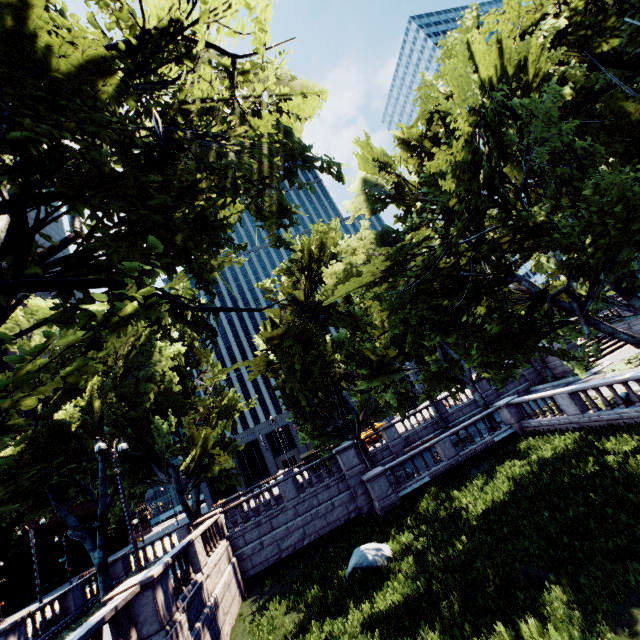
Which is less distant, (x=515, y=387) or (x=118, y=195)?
(x=118, y=195)

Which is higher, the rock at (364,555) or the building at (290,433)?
the building at (290,433)

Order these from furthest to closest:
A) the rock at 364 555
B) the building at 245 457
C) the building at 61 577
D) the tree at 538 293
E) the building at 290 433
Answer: the building at 290 433 < the building at 245 457 < the building at 61 577 < the rock at 364 555 < the tree at 538 293

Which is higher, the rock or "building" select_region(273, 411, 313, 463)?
"building" select_region(273, 411, 313, 463)

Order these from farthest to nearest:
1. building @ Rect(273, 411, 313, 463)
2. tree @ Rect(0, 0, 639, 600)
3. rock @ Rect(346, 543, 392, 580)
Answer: building @ Rect(273, 411, 313, 463), rock @ Rect(346, 543, 392, 580), tree @ Rect(0, 0, 639, 600)

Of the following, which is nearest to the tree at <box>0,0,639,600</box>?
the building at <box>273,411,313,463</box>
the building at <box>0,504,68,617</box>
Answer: the building at <box>273,411,313,463</box>

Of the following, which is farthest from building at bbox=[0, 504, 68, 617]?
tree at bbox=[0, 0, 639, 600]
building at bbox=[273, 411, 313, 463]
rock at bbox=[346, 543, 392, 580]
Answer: rock at bbox=[346, 543, 392, 580]

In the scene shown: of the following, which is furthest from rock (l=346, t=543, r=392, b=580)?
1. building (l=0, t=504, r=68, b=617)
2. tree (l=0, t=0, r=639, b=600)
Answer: building (l=0, t=504, r=68, b=617)
